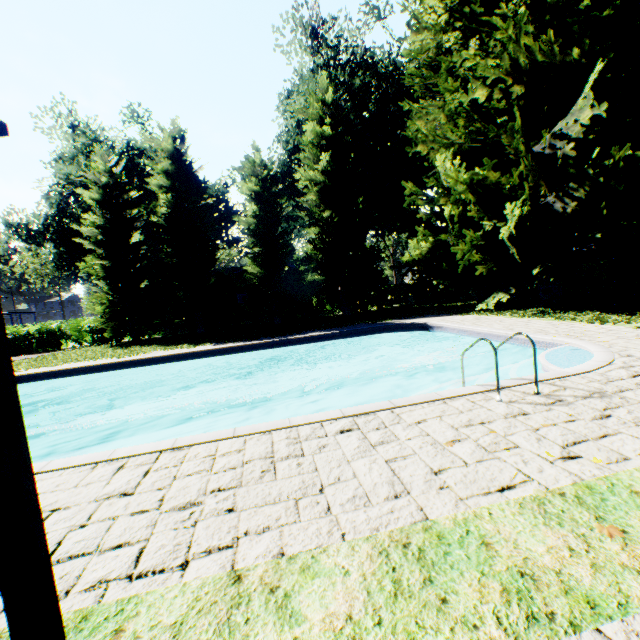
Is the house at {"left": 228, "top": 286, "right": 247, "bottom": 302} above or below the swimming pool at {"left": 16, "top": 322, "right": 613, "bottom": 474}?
above

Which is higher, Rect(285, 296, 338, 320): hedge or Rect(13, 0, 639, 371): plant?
Rect(13, 0, 639, 371): plant

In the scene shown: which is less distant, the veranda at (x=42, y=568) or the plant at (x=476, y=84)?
the veranda at (x=42, y=568)

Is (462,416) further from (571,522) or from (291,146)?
(291,146)

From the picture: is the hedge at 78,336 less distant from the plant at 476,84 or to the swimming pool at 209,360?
the plant at 476,84

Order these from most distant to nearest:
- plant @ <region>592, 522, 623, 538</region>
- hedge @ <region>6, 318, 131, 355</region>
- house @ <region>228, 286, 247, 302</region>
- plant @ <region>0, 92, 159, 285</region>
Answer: house @ <region>228, 286, 247, 302</region> → plant @ <region>0, 92, 159, 285</region> → hedge @ <region>6, 318, 131, 355</region> → plant @ <region>592, 522, 623, 538</region>

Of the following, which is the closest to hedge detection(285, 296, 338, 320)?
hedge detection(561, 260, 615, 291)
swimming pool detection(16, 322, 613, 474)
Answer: swimming pool detection(16, 322, 613, 474)

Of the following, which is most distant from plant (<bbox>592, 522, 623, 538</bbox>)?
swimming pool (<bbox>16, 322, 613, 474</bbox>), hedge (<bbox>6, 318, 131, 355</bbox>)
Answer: swimming pool (<bbox>16, 322, 613, 474</bbox>)
